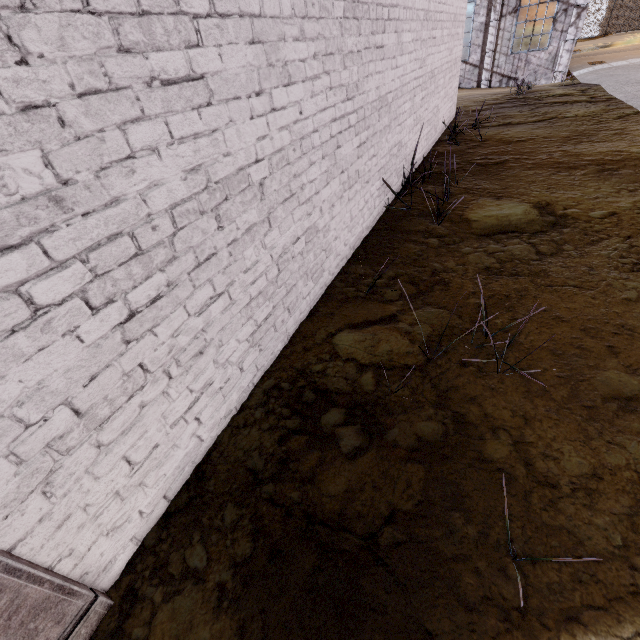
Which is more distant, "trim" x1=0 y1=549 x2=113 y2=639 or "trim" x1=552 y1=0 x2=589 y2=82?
"trim" x1=552 y1=0 x2=589 y2=82

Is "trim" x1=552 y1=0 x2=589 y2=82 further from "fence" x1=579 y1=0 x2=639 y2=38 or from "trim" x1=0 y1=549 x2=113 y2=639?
"trim" x1=0 y1=549 x2=113 y2=639

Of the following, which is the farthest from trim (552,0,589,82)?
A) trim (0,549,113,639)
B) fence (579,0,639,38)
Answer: trim (0,549,113,639)

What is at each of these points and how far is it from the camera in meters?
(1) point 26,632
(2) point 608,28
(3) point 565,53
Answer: (1) trim, 1.2 m
(2) fence, 25.6 m
(3) trim, 13.0 m

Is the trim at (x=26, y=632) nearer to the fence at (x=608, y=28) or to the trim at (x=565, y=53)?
the fence at (x=608, y=28)

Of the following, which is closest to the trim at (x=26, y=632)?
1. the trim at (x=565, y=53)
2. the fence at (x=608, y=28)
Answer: the fence at (x=608, y=28)

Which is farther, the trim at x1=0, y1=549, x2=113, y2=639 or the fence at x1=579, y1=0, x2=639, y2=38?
the fence at x1=579, y1=0, x2=639, y2=38
